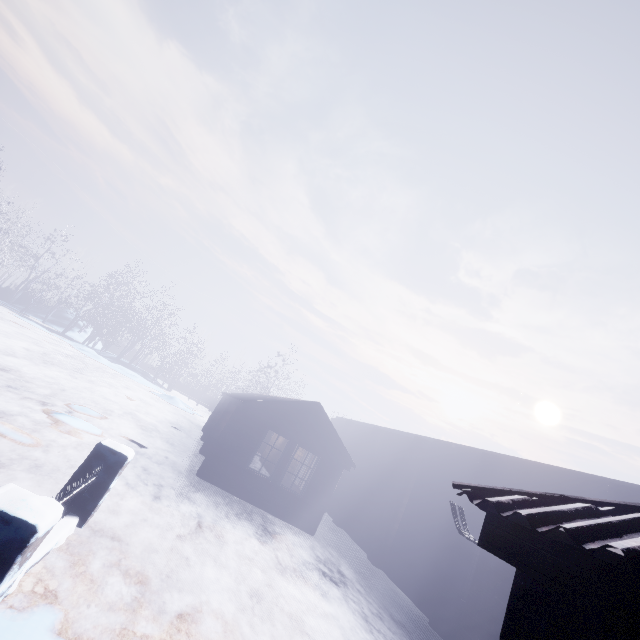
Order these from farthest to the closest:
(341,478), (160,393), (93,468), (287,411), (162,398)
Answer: (160,393) < (162,398) < (341,478) < (287,411) < (93,468)

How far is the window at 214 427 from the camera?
12.2m

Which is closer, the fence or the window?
the fence

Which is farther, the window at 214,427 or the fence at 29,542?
the window at 214,427

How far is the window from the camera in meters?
12.2
